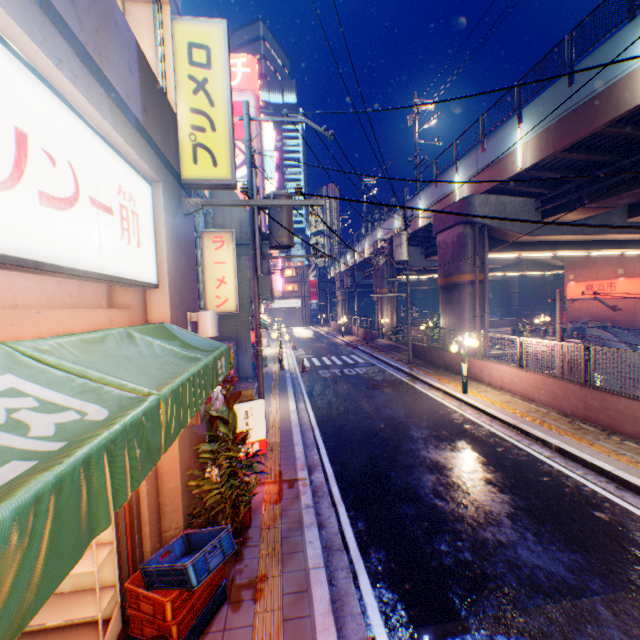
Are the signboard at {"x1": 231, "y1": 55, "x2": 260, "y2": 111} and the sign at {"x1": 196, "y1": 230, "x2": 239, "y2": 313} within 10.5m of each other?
no

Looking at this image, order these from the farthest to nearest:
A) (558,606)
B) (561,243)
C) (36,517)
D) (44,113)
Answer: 1. (561,243)
2. (558,606)
3. (44,113)
4. (36,517)

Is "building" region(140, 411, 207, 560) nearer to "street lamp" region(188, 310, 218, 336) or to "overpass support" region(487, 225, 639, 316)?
"street lamp" region(188, 310, 218, 336)

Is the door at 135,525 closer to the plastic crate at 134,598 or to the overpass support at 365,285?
the plastic crate at 134,598

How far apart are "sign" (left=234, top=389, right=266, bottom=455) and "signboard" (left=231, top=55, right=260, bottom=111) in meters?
41.4

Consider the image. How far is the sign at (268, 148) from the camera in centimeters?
3919cm

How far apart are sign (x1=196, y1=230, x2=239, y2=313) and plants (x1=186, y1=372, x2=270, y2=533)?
6.6 meters

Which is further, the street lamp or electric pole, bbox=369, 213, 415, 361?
electric pole, bbox=369, 213, 415, 361
